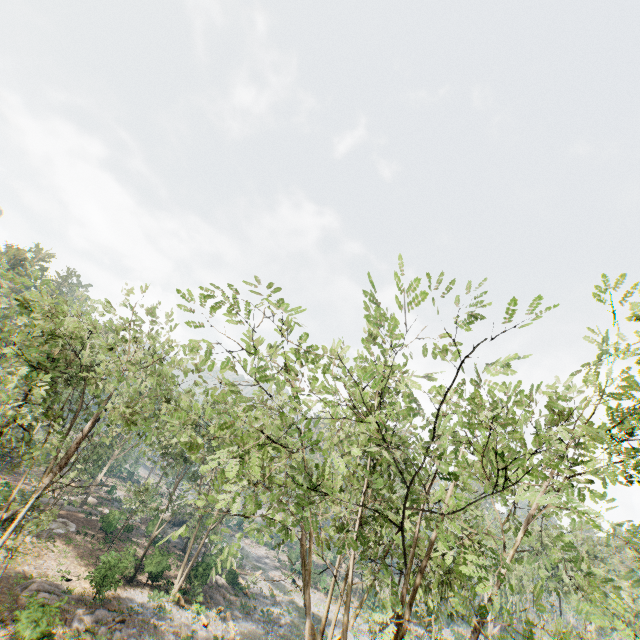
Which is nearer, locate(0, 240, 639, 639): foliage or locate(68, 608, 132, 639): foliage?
locate(0, 240, 639, 639): foliage

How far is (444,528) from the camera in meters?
19.9

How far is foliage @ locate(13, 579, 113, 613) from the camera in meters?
16.8

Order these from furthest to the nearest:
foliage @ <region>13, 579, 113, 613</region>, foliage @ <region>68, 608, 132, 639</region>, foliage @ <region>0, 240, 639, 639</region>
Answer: foliage @ <region>68, 608, 132, 639</region> → foliage @ <region>13, 579, 113, 613</region> → foliage @ <region>0, 240, 639, 639</region>

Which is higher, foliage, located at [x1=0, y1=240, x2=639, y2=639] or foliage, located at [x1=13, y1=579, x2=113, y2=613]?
foliage, located at [x1=0, y1=240, x2=639, y2=639]

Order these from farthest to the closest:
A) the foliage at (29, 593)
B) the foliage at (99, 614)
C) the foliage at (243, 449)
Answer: the foliage at (99, 614)
the foliage at (29, 593)
the foliage at (243, 449)

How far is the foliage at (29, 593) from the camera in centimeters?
1677cm
